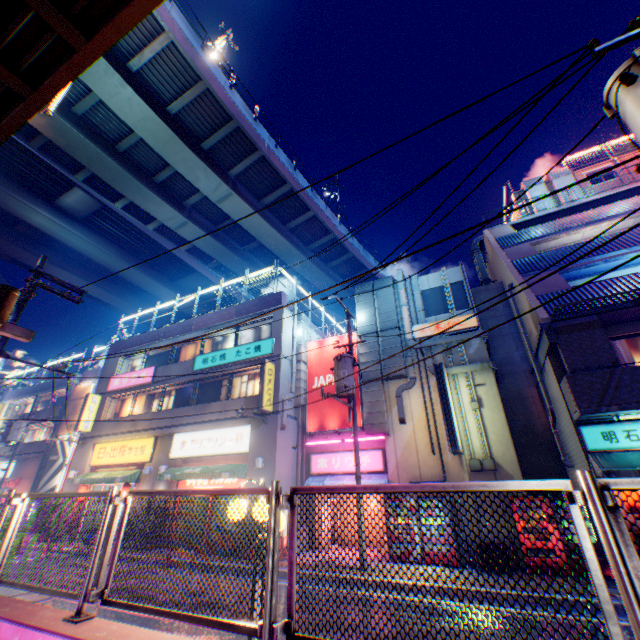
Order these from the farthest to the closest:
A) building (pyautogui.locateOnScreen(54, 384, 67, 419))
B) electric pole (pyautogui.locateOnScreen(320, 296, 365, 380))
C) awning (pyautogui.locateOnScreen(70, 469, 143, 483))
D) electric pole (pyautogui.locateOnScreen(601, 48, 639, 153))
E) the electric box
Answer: building (pyautogui.locateOnScreen(54, 384, 67, 419)) < awning (pyautogui.locateOnScreen(70, 469, 143, 483)) < electric pole (pyautogui.locateOnScreen(320, 296, 365, 380)) < the electric box < electric pole (pyautogui.locateOnScreen(601, 48, 639, 153))

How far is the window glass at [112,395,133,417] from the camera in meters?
21.9

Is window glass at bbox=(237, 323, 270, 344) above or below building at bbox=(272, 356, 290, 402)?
above

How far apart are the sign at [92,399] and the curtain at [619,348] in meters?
27.9

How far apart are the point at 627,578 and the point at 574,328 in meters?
11.0 m

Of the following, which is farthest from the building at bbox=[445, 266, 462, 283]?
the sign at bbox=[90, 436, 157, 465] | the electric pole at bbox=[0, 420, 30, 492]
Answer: the electric pole at bbox=[0, 420, 30, 492]

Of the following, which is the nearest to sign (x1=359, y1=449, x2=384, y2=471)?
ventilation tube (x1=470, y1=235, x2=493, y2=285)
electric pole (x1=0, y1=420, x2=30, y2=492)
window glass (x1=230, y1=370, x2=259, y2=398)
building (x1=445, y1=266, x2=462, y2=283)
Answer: building (x1=445, y1=266, x2=462, y2=283)

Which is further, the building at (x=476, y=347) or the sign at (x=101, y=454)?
the sign at (x=101, y=454)
